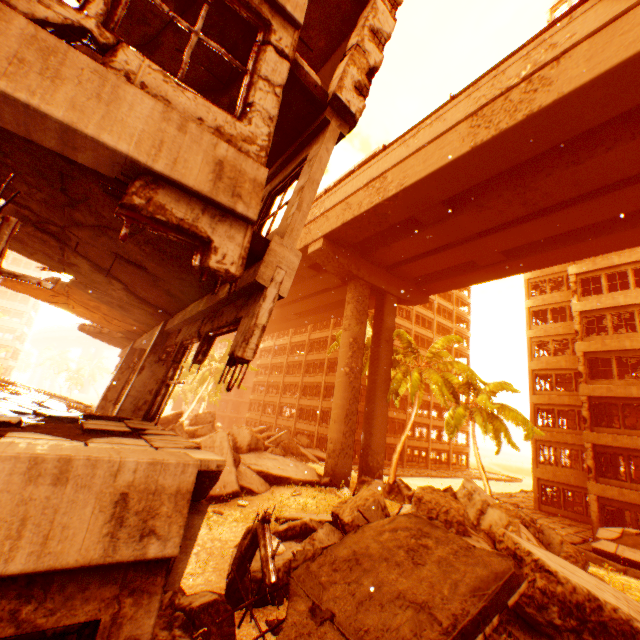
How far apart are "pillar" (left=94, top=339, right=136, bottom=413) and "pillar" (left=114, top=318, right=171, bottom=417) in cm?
456

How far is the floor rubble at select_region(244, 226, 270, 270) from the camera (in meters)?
3.84

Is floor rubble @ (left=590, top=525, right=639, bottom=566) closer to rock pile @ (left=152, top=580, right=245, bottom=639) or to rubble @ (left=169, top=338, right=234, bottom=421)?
rock pile @ (left=152, top=580, right=245, bottom=639)

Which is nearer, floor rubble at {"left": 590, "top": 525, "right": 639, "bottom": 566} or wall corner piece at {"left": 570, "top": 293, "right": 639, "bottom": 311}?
floor rubble at {"left": 590, "top": 525, "right": 639, "bottom": 566}

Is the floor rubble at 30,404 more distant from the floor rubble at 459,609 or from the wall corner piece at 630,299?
the wall corner piece at 630,299

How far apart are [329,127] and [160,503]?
5.19m

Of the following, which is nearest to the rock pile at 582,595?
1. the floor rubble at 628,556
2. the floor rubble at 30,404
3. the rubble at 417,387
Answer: the floor rubble at 30,404

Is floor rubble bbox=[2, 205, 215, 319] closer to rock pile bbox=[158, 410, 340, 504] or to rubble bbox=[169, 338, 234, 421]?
rubble bbox=[169, 338, 234, 421]
